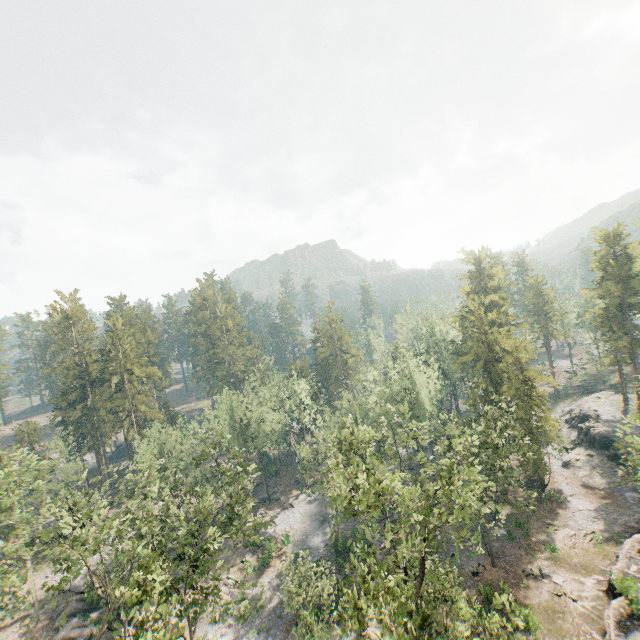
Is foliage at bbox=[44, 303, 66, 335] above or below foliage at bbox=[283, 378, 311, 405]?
above

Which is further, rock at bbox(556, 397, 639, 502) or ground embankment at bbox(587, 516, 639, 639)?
rock at bbox(556, 397, 639, 502)

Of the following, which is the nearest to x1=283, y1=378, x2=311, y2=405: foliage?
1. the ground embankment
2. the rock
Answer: the ground embankment

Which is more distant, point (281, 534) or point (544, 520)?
point (281, 534)

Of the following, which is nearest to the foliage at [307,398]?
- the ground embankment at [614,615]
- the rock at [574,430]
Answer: the ground embankment at [614,615]

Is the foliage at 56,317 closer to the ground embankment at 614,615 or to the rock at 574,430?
the ground embankment at 614,615

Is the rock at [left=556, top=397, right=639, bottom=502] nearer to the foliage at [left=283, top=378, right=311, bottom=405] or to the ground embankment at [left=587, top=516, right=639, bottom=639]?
the ground embankment at [left=587, top=516, right=639, bottom=639]
